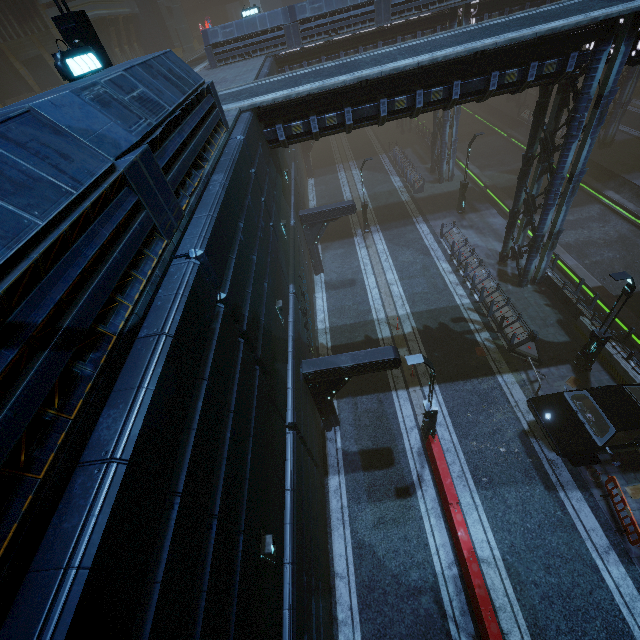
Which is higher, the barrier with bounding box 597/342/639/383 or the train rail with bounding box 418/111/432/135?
the barrier with bounding box 597/342/639/383

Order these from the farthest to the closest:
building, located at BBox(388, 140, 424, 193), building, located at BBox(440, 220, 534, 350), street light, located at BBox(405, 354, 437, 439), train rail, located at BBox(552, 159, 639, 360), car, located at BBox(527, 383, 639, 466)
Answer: building, located at BBox(388, 140, 424, 193), train rail, located at BBox(552, 159, 639, 360), building, located at BBox(440, 220, 534, 350), car, located at BBox(527, 383, 639, 466), street light, located at BBox(405, 354, 437, 439)

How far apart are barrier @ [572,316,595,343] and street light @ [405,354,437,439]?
8.2 meters

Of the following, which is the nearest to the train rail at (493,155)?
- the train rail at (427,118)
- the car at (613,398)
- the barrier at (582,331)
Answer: the train rail at (427,118)

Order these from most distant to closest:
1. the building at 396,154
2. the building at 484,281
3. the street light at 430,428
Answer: the building at 396,154 < the building at 484,281 < the street light at 430,428

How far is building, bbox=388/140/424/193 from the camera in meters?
29.0 m

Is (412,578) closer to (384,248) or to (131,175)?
(131,175)

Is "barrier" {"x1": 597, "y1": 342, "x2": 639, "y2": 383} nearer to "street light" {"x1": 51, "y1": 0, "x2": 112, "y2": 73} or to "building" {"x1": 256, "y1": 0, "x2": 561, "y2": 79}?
"building" {"x1": 256, "y1": 0, "x2": 561, "y2": 79}
